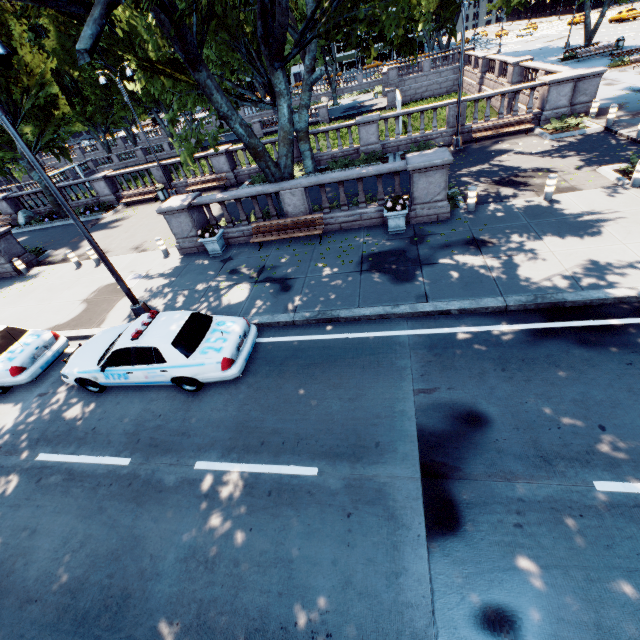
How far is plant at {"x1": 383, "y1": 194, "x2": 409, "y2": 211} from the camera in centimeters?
1088cm

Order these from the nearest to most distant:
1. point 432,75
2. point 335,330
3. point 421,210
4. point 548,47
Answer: point 335,330
point 421,210
point 432,75
point 548,47

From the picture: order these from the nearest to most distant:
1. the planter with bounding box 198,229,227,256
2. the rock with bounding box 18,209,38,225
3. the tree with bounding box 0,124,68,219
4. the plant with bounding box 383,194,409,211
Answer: the plant with bounding box 383,194,409,211 → the planter with bounding box 198,229,227,256 → the tree with bounding box 0,124,68,219 → the rock with bounding box 18,209,38,225

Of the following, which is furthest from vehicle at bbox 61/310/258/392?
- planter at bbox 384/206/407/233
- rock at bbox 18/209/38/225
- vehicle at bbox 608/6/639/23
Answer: vehicle at bbox 608/6/639/23

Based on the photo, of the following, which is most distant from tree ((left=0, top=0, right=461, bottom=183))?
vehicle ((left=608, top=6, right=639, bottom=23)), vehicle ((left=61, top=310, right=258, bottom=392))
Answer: vehicle ((left=608, top=6, right=639, bottom=23))

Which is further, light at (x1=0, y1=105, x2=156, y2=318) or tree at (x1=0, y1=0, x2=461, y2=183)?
tree at (x1=0, y1=0, x2=461, y2=183)

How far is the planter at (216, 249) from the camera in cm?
1291

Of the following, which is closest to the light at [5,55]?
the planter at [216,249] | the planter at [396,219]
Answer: the planter at [216,249]
